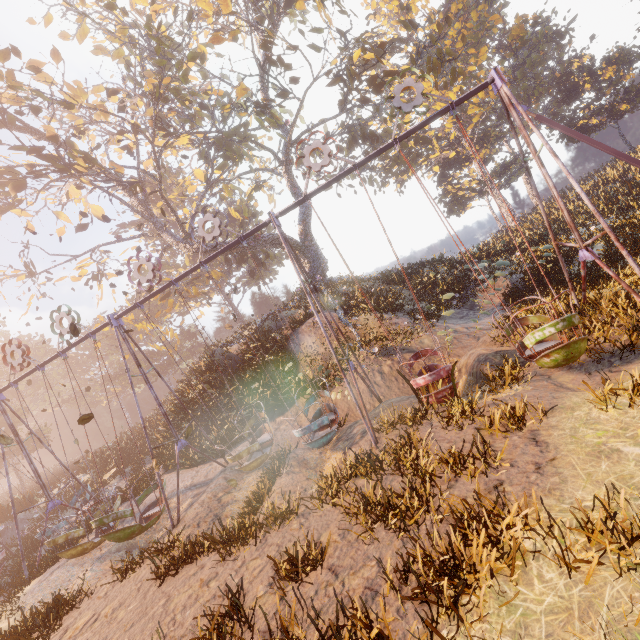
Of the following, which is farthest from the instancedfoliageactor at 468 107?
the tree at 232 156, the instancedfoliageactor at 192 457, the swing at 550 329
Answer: the instancedfoliageactor at 192 457

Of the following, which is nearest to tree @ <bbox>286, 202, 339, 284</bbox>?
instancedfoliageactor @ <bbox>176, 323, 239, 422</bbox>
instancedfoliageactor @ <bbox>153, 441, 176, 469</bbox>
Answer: instancedfoliageactor @ <bbox>176, 323, 239, 422</bbox>

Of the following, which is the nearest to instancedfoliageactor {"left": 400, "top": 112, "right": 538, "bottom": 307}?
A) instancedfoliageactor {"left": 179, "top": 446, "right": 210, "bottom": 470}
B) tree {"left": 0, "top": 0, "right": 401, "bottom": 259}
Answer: tree {"left": 0, "top": 0, "right": 401, "bottom": 259}

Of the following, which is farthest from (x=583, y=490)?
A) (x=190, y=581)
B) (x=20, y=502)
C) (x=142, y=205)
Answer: (x=20, y=502)

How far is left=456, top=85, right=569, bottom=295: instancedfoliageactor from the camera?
14.7m

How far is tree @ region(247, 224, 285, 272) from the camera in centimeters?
2209cm

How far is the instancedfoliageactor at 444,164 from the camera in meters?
15.5 m
